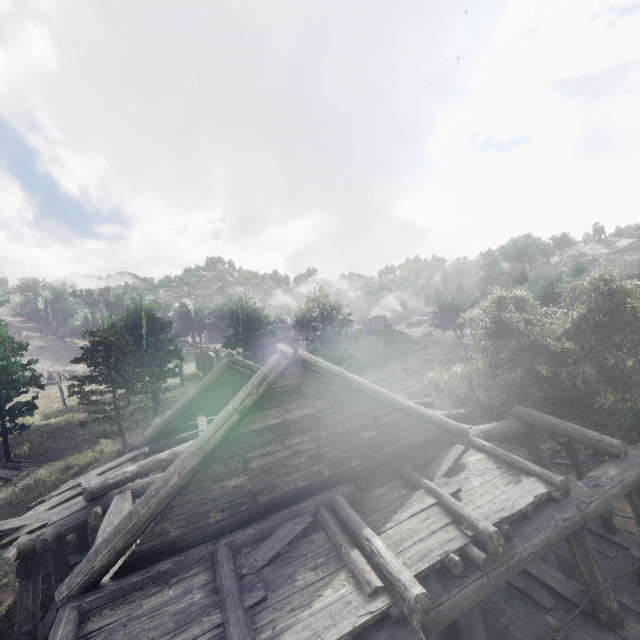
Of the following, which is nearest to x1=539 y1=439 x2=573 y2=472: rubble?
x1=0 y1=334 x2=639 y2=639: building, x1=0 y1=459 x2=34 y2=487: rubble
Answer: x1=0 y1=334 x2=639 y2=639: building

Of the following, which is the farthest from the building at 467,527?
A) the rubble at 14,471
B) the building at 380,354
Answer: the rubble at 14,471

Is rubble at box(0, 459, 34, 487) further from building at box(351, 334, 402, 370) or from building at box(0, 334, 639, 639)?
building at box(351, 334, 402, 370)

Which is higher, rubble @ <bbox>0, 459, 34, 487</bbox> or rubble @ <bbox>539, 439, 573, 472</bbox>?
rubble @ <bbox>0, 459, 34, 487</bbox>

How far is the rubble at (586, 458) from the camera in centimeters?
1522cm

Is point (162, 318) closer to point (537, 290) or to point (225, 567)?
Answer: point (225, 567)

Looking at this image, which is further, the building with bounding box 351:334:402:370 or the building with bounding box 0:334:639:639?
the building with bounding box 351:334:402:370

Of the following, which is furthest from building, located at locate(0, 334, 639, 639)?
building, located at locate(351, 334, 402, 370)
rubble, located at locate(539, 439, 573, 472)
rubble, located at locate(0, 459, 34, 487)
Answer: rubble, located at locate(0, 459, 34, 487)
